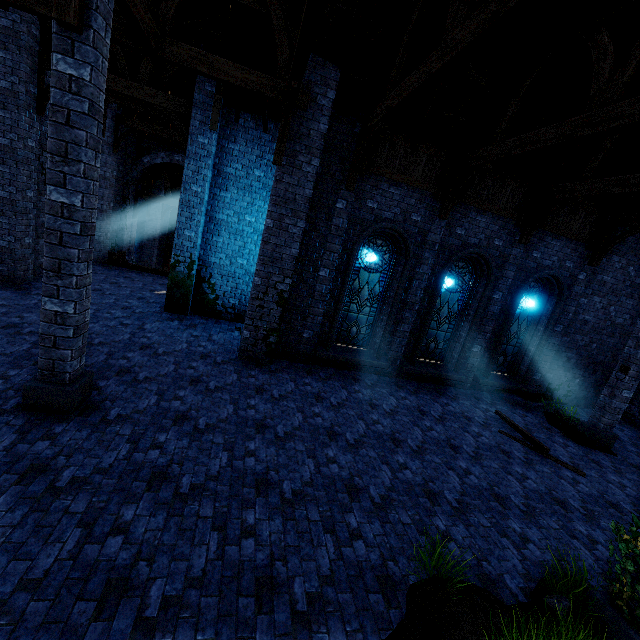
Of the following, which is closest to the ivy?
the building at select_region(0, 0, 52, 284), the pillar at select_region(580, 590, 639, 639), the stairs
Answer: the pillar at select_region(580, 590, 639, 639)

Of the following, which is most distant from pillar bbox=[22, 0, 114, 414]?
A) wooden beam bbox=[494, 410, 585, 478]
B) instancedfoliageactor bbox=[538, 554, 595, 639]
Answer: wooden beam bbox=[494, 410, 585, 478]

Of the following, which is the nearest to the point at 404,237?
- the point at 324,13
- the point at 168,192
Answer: the point at 324,13

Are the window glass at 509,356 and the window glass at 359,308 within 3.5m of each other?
no

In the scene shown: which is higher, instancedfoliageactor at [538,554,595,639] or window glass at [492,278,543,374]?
window glass at [492,278,543,374]

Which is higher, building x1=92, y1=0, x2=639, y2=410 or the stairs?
building x1=92, y1=0, x2=639, y2=410

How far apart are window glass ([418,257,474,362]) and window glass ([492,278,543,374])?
1.5m

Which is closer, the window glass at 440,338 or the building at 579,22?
the building at 579,22
